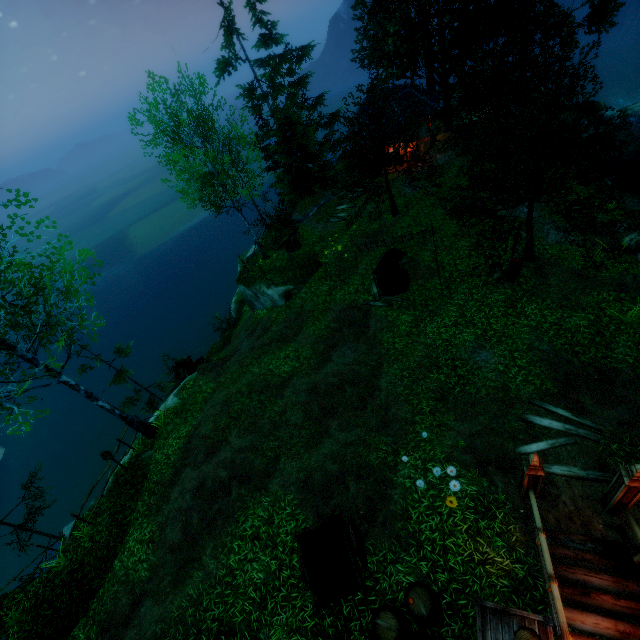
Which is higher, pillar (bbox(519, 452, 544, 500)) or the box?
the box

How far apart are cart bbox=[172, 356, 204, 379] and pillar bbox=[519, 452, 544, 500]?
17.5m

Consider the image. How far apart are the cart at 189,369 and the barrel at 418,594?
16.0 meters

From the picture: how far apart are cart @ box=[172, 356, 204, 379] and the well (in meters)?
12.20

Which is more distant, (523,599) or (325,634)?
(325,634)

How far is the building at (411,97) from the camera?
20.8m

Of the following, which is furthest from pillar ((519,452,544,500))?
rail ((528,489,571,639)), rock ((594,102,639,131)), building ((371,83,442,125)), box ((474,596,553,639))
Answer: rock ((594,102,639,131))

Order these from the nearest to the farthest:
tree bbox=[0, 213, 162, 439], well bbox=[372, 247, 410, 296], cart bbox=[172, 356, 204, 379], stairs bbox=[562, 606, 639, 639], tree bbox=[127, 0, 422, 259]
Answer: stairs bbox=[562, 606, 639, 639] → tree bbox=[0, 213, 162, 439] → well bbox=[372, 247, 410, 296] → tree bbox=[127, 0, 422, 259] → cart bbox=[172, 356, 204, 379]
